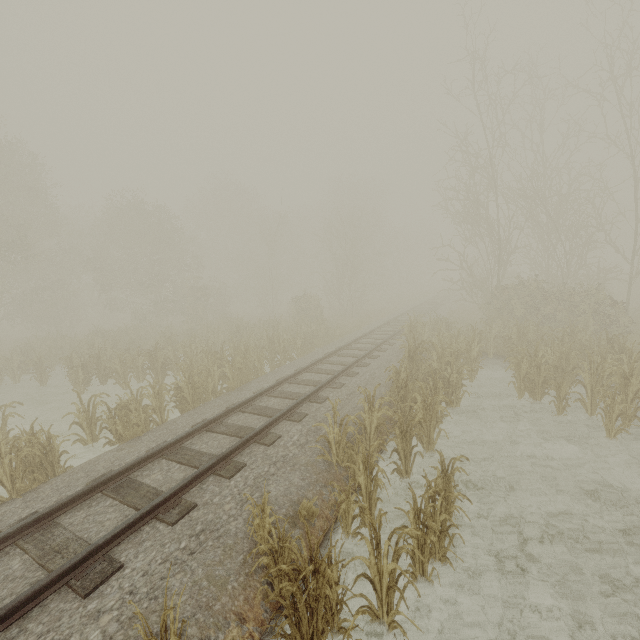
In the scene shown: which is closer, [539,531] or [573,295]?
[539,531]
